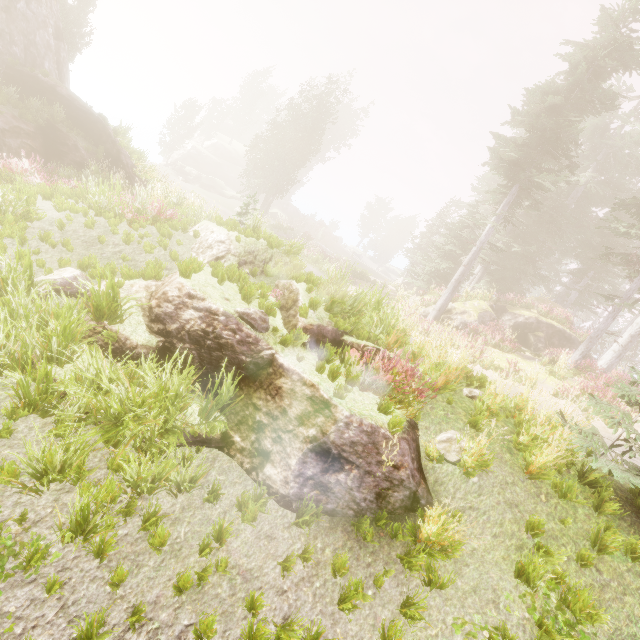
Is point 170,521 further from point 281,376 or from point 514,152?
point 514,152

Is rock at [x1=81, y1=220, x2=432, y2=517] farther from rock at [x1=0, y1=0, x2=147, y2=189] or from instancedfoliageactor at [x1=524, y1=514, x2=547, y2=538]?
rock at [x1=0, y1=0, x2=147, y2=189]

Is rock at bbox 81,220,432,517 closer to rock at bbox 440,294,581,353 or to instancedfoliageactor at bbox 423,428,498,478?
instancedfoliageactor at bbox 423,428,498,478

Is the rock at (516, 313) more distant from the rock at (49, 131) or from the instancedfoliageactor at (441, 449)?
the rock at (49, 131)

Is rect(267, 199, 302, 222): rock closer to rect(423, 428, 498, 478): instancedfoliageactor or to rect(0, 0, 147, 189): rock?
rect(423, 428, 498, 478): instancedfoliageactor

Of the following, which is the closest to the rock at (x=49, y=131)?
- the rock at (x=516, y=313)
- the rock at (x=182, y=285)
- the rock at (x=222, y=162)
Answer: the rock at (x=182, y=285)

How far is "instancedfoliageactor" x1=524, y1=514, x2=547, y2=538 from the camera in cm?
434
